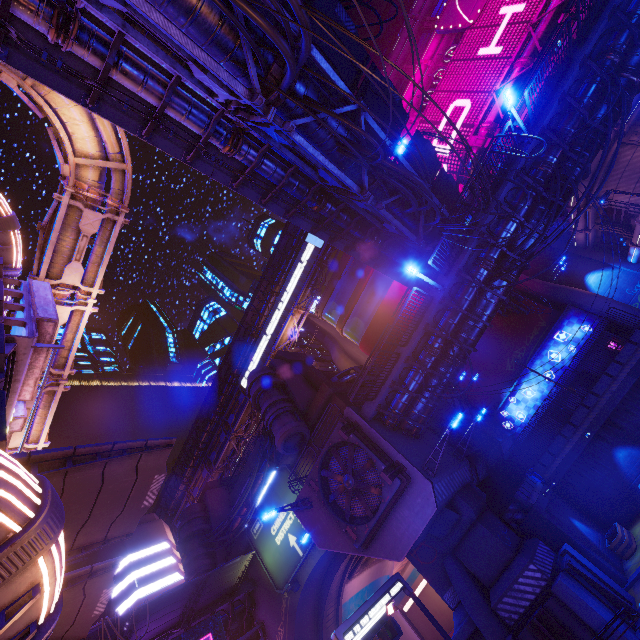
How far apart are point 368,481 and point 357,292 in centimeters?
3096cm

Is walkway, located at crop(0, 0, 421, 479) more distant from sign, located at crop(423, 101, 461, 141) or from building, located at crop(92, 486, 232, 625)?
sign, located at crop(423, 101, 461, 141)

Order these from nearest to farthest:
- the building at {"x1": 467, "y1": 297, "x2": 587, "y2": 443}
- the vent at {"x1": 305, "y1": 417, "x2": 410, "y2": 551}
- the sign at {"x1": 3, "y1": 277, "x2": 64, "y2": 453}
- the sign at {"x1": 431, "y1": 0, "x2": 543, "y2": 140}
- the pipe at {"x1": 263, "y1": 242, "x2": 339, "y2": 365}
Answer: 1. the sign at {"x1": 3, "y1": 277, "x2": 64, "y2": 453}
2. the vent at {"x1": 305, "y1": 417, "x2": 410, "y2": 551}
3. the sign at {"x1": 431, "y1": 0, "x2": 543, "y2": 140}
4. the building at {"x1": 467, "y1": 297, "x2": 587, "y2": 443}
5. the pipe at {"x1": 263, "y1": 242, "x2": 339, "y2": 365}

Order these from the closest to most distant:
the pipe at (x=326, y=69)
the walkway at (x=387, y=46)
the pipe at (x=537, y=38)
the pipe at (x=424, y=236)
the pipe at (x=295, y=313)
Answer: the pipe at (x=424, y=236)
the pipe at (x=326, y=69)
the pipe at (x=537, y=38)
the walkway at (x=387, y=46)
the pipe at (x=295, y=313)

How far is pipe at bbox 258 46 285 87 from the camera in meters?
7.8

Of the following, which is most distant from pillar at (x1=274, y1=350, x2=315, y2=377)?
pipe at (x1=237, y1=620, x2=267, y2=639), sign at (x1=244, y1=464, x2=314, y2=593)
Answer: pipe at (x1=237, y1=620, x2=267, y2=639)

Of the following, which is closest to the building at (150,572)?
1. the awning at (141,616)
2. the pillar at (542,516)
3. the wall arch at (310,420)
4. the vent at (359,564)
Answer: the wall arch at (310,420)

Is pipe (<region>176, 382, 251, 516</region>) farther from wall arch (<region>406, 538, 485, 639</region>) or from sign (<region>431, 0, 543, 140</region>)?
wall arch (<region>406, 538, 485, 639</region>)
